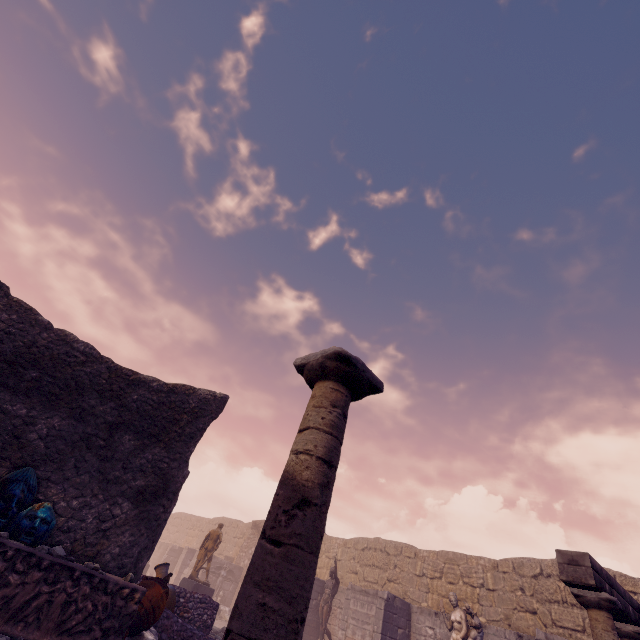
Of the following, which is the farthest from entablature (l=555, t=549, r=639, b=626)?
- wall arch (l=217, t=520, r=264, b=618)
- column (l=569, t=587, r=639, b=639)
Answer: wall arch (l=217, t=520, r=264, b=618)

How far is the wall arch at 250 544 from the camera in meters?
18.1

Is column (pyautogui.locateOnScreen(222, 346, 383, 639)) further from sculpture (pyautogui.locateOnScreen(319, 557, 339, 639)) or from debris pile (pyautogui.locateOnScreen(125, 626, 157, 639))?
sculpture (pyautogui.locateOnScreen(319, 557, 339, 639))

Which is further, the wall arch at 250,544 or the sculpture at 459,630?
the wall arch at 250,544

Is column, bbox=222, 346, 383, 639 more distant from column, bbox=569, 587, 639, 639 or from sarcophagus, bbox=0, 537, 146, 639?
sarcophagus, bbox=0, 537, 146, 639

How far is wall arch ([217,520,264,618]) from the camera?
18.14m

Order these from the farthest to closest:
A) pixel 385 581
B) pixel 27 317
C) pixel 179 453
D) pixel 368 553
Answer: pixel 368 553 → pixel 385 581 → pixel 179 453 → pixel 27 317

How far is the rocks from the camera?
4.4m
